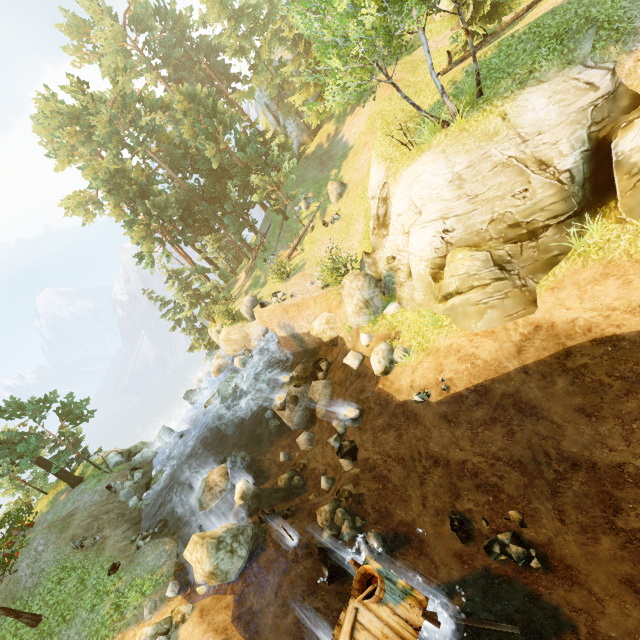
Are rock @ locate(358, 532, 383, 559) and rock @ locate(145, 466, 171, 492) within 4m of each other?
no

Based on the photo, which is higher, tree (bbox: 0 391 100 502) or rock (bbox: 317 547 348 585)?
tree (bbox: 0 391 100 502)

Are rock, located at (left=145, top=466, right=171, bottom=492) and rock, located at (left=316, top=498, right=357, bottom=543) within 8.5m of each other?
no

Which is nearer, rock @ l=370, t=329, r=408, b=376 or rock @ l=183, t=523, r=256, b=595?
rock @ l=183, t=523, r=256, b=595

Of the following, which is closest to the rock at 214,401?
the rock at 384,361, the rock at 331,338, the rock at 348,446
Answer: the rock at 331,338

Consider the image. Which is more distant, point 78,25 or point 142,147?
point 78,25

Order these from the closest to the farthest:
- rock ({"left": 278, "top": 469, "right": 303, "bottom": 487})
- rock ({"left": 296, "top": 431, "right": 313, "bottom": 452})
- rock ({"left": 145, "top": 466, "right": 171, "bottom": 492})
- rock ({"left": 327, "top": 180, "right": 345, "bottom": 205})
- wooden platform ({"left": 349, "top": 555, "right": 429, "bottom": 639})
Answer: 1. wooden platform ({"left": 349, "top": 555, "right": 429, "bottom": 639})
2. rock ({"left": 278, "top": 469, "right": 303, "bottom": 487})
3. rock ({"left": 296, "top": 431, "right": 313, "bottom": 452})
4. rock ({"left": 145, "top": 466, "right": 171, "bottom": 492})
5. rock ({"left": 327, "top": 180, "right": 345, "bottom": 205})

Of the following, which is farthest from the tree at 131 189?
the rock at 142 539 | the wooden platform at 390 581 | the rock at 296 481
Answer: the rock at 296 481
